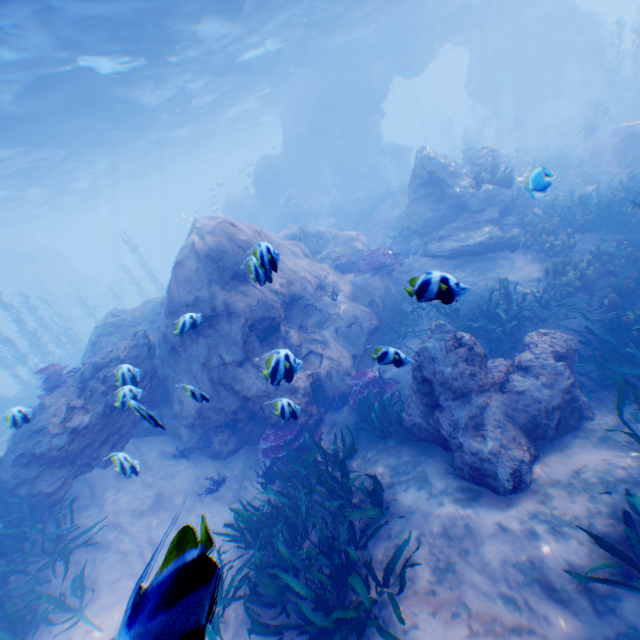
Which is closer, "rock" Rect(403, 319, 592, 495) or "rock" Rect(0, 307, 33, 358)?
"rock" Rect(403, 319, 592, 495)

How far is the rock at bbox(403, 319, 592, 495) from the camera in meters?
5.3

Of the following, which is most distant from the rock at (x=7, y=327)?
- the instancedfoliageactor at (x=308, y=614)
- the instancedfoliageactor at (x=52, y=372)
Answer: the instancedfoliageactor at (x=308, y=614)

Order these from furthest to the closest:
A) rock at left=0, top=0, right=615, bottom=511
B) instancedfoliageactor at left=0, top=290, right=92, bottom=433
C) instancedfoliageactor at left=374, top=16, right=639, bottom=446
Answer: instancedfoliageactor at left=0, top=290, right=92, bottom=433
rock at left=0, top=0, right=615, bottom=511
instancedfoliageactor at left=374, top=16, right=639, bottom=446

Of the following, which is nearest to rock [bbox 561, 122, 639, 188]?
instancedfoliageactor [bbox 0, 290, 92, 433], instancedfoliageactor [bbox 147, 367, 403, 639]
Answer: instancedfoliageactor [bbox 0, 290, 92, 433]

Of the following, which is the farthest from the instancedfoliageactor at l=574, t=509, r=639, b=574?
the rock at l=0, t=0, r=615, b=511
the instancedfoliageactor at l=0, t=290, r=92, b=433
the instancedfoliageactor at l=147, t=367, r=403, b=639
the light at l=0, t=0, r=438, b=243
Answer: the instancedfoliageactor at l=0, t=290, r=92, b=433

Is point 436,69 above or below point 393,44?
above

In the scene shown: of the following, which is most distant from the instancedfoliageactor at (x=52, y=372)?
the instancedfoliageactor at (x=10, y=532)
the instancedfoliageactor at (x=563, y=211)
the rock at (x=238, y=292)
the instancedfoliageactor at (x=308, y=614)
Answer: the instancedfoliageactor at (x=308, y=614)
